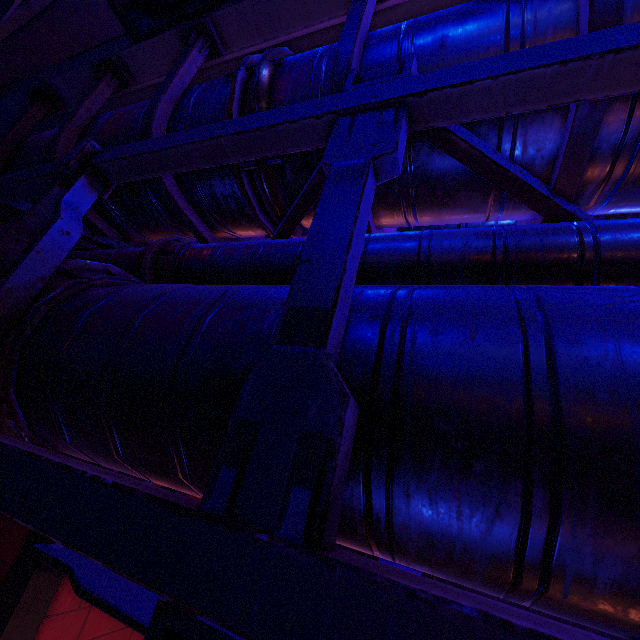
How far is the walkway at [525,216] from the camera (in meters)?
2.51

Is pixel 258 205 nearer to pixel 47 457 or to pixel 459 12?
pixel 459 12

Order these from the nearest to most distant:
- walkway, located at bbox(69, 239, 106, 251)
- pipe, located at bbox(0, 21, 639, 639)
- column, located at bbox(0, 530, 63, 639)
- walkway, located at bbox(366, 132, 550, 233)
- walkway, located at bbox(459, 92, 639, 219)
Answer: pipe, located at bbox(0, 21, 639, 639), walkway, located at bbox(459, 92, 639, 219), walkway, located at bbox(366, 132, 550, 233), column, located at bbox(0, 530, 63, 639), walkway, located at bbox(69, 239, 106, 251)

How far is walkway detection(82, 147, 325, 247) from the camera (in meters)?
2.96

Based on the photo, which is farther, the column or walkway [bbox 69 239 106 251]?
walkway [bbox 69 239 106 251]

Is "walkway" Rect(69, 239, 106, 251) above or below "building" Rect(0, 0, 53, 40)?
below

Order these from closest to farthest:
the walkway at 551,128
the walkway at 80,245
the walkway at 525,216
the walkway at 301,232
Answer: the walkway at 551,128, the walkway at 525,216, the walkway at 301,232, the walkway at 80,245
